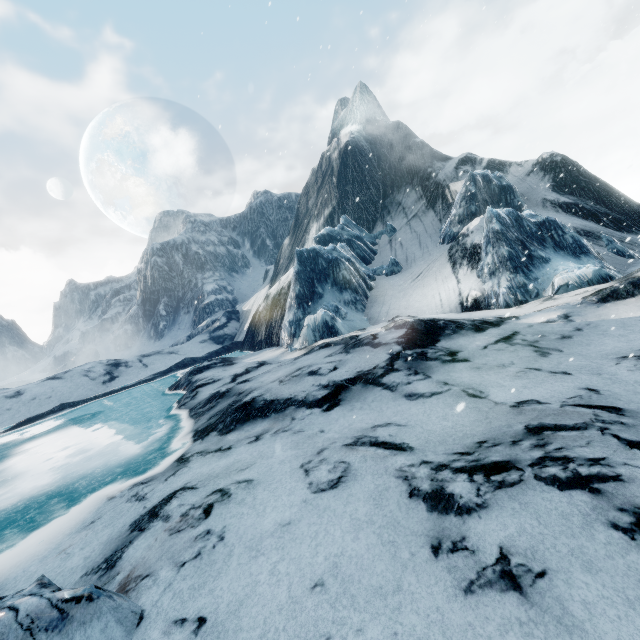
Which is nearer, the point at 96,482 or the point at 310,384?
the point at 96,482
